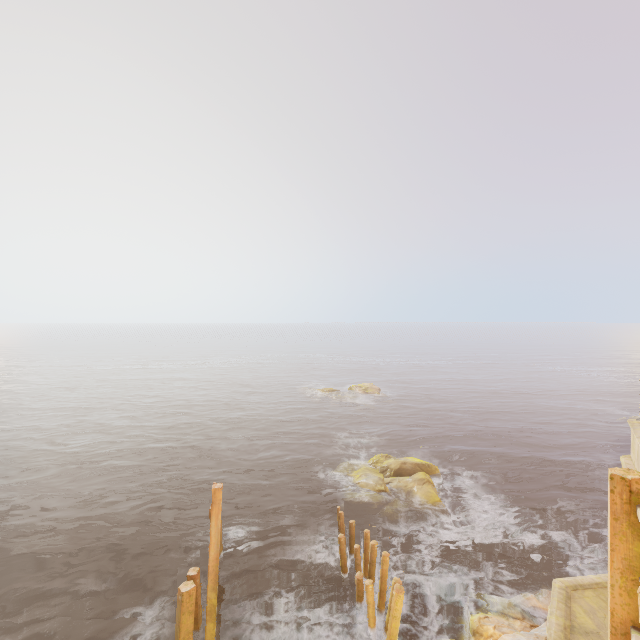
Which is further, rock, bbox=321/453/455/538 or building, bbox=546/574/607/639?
rock, bbox=321/453/455/538

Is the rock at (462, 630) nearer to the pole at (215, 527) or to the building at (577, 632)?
the building at (577, 632)

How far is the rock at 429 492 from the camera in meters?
16.9 m

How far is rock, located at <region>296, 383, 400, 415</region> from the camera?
39.8 meters

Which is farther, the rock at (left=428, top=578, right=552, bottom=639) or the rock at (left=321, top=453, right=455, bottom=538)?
the rock at (left=321, top=453, right=455, bottom=538)

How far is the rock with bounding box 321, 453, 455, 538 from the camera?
16.92m

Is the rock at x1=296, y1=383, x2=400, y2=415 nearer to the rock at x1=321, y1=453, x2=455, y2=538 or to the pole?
the rock at x1=321, y1=453, x2=455, y2=538

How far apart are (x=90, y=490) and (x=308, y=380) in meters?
40.6 m
